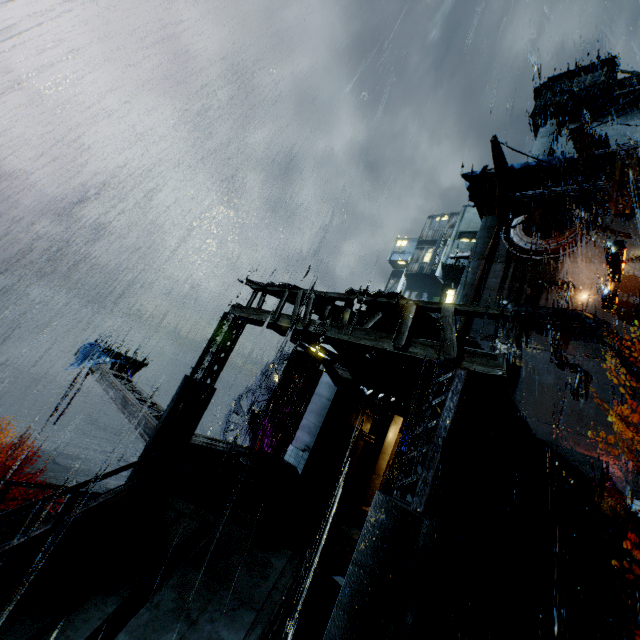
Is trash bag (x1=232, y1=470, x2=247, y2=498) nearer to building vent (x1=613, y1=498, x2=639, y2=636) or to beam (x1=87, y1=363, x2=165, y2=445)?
beam (x1=87, y1=363, x2=165, y2=445)

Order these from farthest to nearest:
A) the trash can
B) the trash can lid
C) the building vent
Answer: the building vent, the trash can, the trash can lid

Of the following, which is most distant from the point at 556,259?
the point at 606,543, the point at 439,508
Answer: the point at 439,508

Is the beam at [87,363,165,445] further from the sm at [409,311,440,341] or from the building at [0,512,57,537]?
the sm at [409,311,440,341]

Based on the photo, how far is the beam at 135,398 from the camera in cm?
1133

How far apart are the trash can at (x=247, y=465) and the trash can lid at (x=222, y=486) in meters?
0.0 m

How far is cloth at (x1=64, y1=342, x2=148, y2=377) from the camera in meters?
17.3

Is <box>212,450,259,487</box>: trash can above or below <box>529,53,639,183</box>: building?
below
